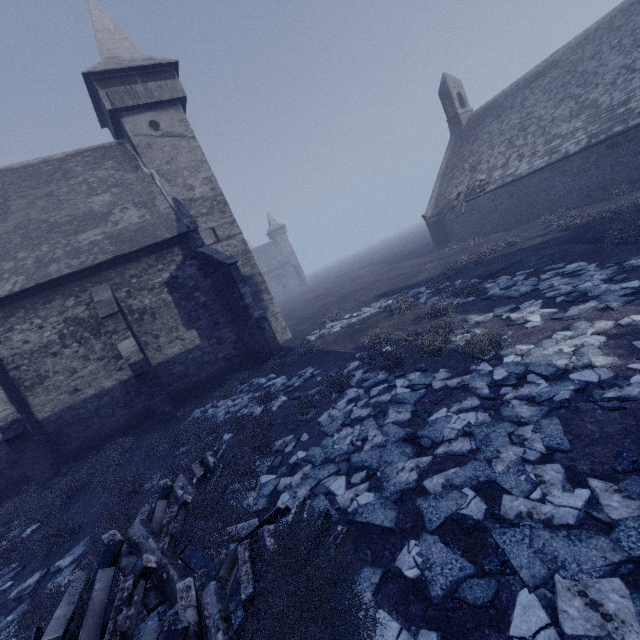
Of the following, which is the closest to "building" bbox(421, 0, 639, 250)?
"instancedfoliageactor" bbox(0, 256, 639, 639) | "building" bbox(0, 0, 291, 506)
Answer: "instancedfoliageactor" bbox(0, 256, 639, 639)

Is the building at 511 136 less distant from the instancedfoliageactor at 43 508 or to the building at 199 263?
the instancedfoliageactor at 43 508

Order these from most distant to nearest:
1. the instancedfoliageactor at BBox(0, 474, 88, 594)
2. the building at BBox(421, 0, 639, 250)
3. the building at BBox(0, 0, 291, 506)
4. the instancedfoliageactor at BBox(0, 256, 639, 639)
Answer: the building at BBox(421, 0, 639, 250)
the building at BBox(0, 0, 291, 506)
the instancedfoliageactor at BBox(0, 474, 88, 594)
the instancedfoliageactor at BBox(0, 256, 639, 639)

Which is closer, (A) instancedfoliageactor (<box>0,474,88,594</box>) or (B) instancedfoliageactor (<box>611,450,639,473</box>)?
(B) instancedfoliageactor (<box>611,450,639,473</box>)

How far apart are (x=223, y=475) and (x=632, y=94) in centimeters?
2352cm
